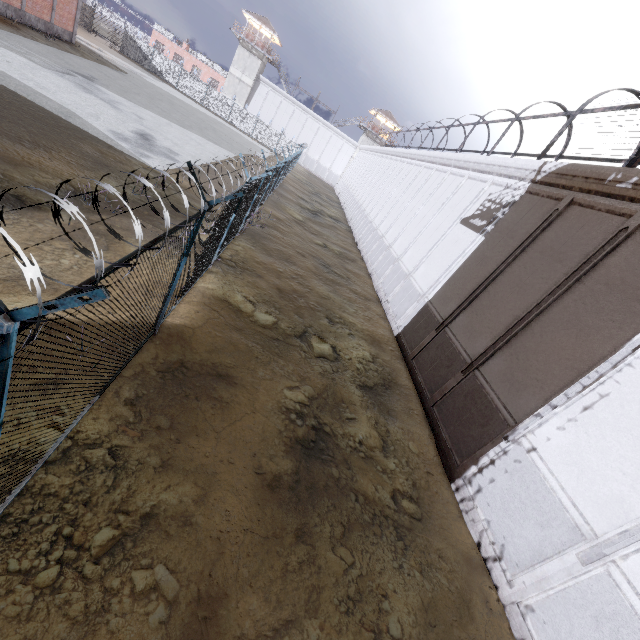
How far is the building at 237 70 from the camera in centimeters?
5066cm

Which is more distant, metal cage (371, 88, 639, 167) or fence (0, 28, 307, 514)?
metal cage (371, 88, 639, 167)

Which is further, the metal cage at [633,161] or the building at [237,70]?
the building at [237,70]

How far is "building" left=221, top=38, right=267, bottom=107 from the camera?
50.7 meters

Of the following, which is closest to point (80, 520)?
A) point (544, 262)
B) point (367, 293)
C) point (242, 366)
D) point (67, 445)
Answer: point (67, 445)

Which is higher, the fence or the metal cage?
the metal cage

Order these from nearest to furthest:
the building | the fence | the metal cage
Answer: the fence → the metal cage → the building

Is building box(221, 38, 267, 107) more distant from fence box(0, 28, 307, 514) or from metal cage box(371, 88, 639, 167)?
metal cage box(371, 88, 639, 167)
